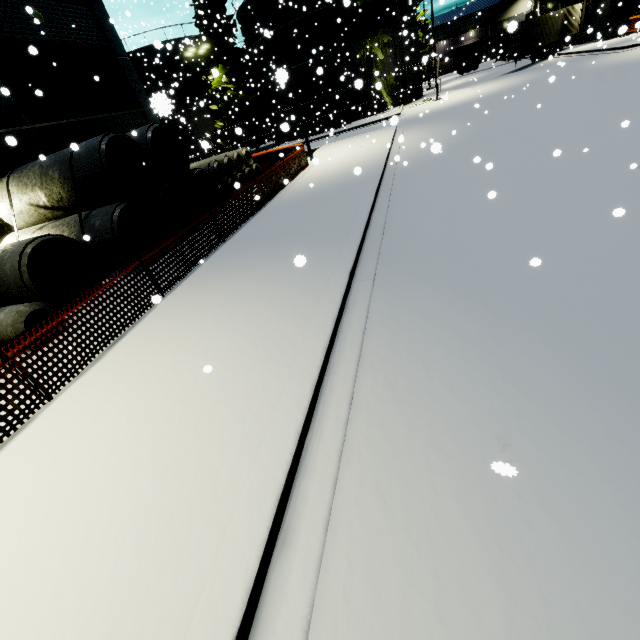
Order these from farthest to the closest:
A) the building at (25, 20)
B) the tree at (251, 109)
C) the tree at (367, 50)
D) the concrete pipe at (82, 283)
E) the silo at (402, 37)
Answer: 1. the tree at (251, 109)
2. the silo at (402, 37)
3. the tree at (367, 50)
4. the building at (25, 20)
5. the concrete pipe at (82, 283)

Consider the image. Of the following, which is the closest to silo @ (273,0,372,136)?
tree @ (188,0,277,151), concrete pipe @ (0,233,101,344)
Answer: tree @ (188,0,277,151)

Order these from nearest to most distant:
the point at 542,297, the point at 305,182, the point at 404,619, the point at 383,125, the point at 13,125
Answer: the point at 404,619 < the point at 542,297 < the point at 13,125 < the point at 305,182 < the point at 383,125

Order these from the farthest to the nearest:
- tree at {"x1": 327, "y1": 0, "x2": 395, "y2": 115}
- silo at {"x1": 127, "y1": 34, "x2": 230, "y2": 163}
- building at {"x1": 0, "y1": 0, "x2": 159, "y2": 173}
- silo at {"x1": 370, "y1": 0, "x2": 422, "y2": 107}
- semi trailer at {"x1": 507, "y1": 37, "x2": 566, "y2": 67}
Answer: semi trailer at {"x1": 507, "y1": 37, "x2": 566, "y2": 67} < silo at {"x1": 370, "y1": 0, "x2": 422, "y2": 107} < tree at {"x1": 327, "y1": 0, "x2": 395, "y2": 115} < silo at {"x1": 127, "y1": 34, "x2": 230, "y2": 163} < building at {"x1": 0, "y1": 0, "x2": 159, "y2": 173}

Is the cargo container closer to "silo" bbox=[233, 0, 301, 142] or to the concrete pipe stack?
"silo" bbox=[233, 0, 301, 142]

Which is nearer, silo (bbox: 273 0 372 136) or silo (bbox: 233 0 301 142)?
silo (bbox: 233 0 301 142)

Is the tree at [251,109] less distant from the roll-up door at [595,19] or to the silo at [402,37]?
the silo at [402,37]

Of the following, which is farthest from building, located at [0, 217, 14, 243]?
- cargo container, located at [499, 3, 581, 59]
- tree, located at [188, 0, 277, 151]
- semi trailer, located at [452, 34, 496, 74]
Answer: semi trailer, located at [452, 34, 496, 74]
